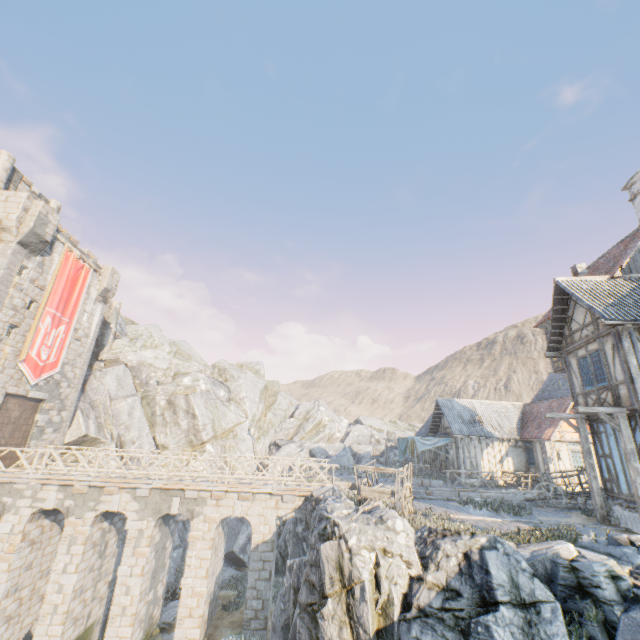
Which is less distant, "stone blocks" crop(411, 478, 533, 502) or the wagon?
the wagon

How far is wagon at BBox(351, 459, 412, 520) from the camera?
10.9 meters

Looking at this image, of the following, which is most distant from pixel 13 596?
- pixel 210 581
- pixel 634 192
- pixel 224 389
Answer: pixel 634 192

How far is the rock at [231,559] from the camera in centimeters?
2330cm

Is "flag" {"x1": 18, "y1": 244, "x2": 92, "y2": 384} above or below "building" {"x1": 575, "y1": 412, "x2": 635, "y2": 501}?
above

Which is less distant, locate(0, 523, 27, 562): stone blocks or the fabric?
locate(0, 523, 27, 562): stone blocks

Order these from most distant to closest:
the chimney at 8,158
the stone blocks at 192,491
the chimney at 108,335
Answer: the chimney at 108,335 < the chimney at 8,158 < the stone blocks at 192,491

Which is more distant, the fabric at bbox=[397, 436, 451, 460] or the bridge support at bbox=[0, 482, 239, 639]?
the fabric at bbox=[397, 436, 451, 460]
